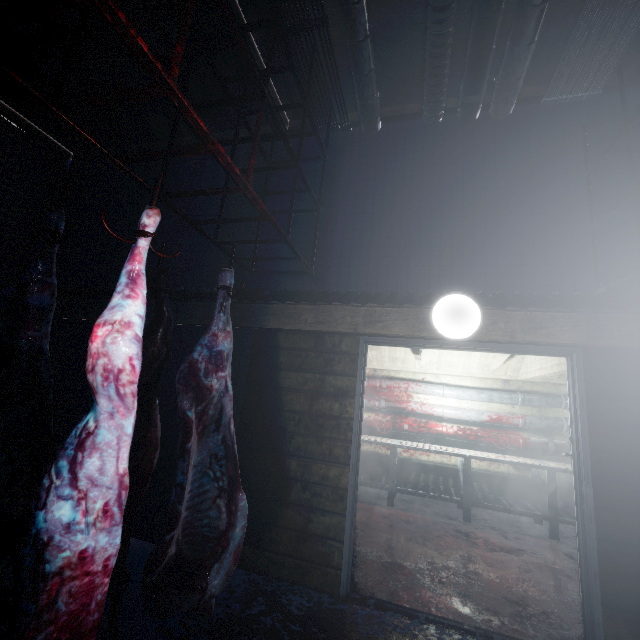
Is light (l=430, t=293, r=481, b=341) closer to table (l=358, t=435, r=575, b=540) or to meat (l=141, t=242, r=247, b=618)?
meat (l=141, t=242, r=247, b=618)

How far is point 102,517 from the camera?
1.07m

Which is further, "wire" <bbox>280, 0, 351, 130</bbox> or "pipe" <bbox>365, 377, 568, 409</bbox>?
"pipe" <bbox>365, 377, 568, 409</bbox>

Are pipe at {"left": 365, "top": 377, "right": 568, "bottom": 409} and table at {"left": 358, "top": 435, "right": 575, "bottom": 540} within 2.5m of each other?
yes

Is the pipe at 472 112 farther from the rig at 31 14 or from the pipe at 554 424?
the pipe at 554 424

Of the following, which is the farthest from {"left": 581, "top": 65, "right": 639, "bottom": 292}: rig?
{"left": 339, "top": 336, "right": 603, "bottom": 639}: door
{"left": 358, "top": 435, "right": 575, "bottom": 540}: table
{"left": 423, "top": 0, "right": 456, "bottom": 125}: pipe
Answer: {"left": 358, "top": 435, "right": 575, "bottom": 540}: table

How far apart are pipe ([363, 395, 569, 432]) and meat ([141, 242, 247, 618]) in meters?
4.0 m

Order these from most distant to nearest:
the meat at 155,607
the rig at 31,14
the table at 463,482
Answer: the table at 463,482 < the meat at 155,607 < the rig at 31,14
